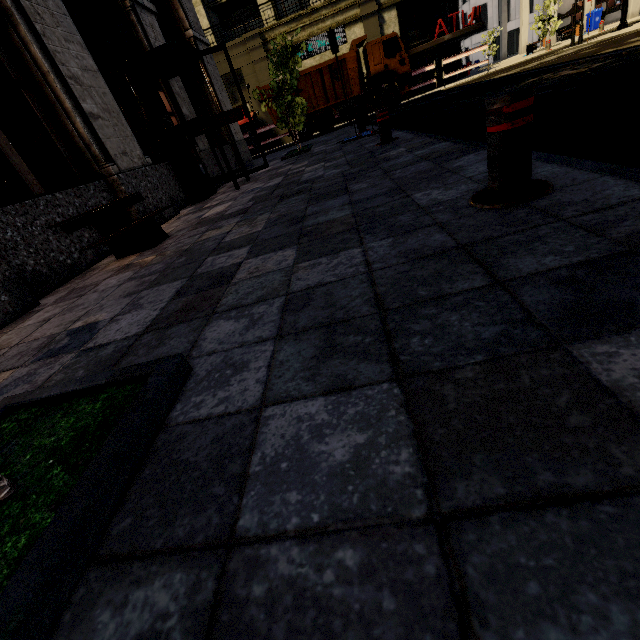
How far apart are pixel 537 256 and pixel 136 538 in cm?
171

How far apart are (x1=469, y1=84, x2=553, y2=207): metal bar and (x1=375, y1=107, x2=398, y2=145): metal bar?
4.54m

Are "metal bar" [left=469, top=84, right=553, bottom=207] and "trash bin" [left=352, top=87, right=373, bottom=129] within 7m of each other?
no

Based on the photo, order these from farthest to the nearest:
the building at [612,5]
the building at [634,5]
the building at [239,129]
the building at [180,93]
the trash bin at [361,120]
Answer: the building at [612,5] < the building at [634,5] < the building at [239,129] < the trash bin at [361,120] < the building at [180,93]

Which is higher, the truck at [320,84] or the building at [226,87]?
the building at [226,87]

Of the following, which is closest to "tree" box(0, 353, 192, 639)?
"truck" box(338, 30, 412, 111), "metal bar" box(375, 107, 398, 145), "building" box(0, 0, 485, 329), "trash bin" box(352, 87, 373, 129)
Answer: "building" box(0, 0, 485, 329)

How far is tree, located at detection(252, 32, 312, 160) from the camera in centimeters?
973cm

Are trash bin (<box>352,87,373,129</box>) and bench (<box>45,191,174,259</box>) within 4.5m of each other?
no
